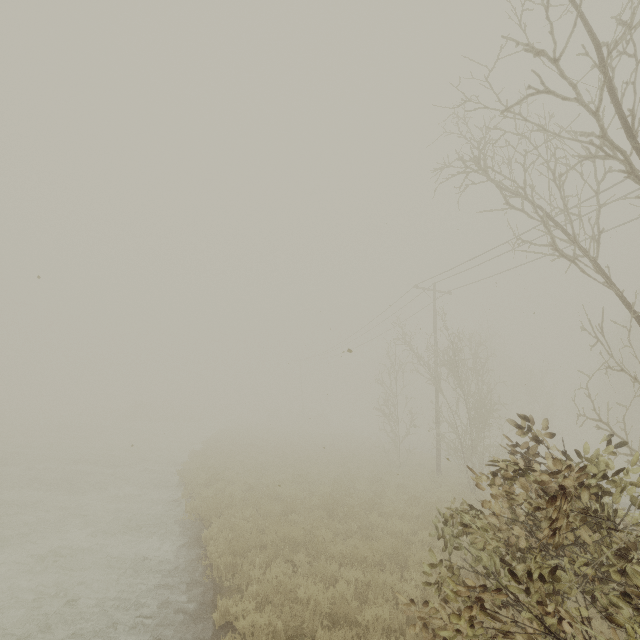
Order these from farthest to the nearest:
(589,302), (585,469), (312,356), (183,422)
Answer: (183,422), (312,356), (589,302), (585,469)
